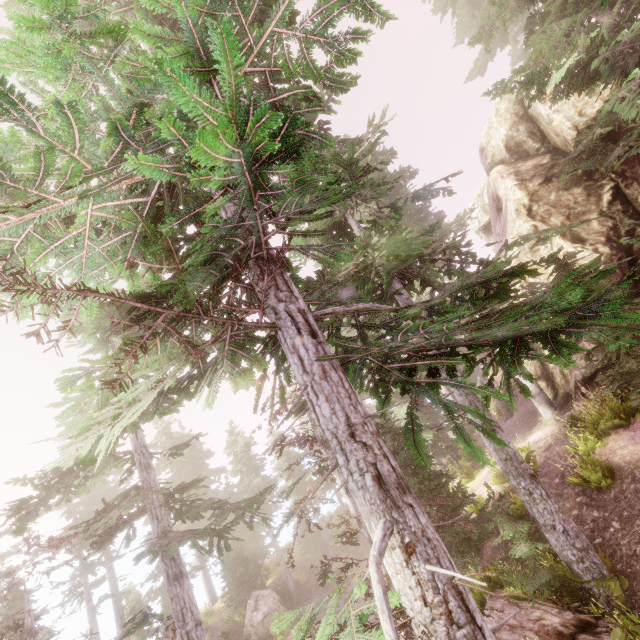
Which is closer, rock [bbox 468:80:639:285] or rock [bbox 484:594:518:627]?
rock [bbox 484:594:518:627]

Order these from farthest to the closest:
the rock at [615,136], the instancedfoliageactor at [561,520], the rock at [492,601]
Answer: the rock at [615,136], the rock at [492,601], the instancedfoliageactor at [561,520]

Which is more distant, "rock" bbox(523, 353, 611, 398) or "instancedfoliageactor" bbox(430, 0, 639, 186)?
"rock" bbox(523, 353, 611, 398)

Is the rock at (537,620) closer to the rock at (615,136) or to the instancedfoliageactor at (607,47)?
the instancedfoliageactor at (607,47)

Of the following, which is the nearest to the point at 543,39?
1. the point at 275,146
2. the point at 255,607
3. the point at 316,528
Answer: the point at 275,146

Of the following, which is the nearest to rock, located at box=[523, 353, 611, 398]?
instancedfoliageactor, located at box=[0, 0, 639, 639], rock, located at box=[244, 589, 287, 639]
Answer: instancedfoliageactor, located at box=[0, 0, 639, 639]

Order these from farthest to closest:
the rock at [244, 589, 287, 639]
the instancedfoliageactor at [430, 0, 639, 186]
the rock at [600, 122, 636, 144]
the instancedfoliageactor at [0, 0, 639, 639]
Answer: the rock at [244, 589, 287, 639] < the rock at [600, 122, 636, 144] < the instancedfoliageactor at [430, 0, 639, 186] < the instancedfoliageactor at [0, 0, 639, 639]
